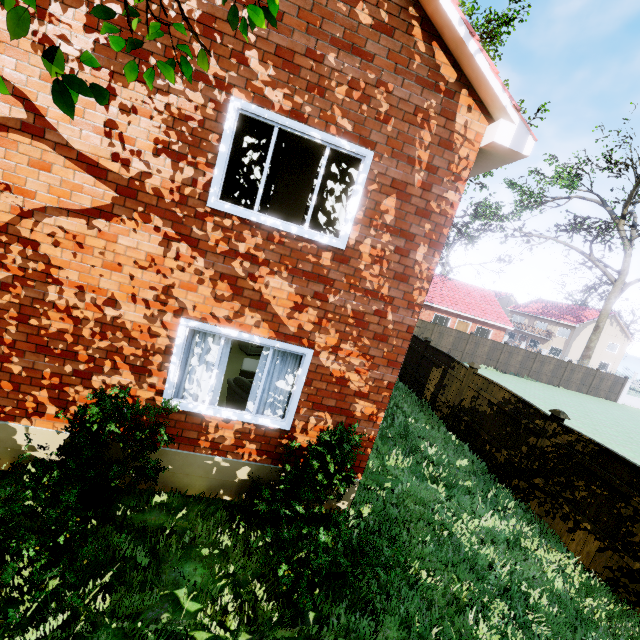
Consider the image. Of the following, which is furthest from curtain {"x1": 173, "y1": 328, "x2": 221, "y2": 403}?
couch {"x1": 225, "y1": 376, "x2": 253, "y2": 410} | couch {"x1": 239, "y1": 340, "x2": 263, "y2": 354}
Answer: couch {"x1": 239, "y1": 340, "x2": 263, "y2": 354}

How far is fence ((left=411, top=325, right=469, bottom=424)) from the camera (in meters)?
11.14

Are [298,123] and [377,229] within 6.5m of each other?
yes

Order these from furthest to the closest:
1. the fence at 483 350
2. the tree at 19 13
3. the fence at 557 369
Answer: the fence at 557 369 → the fence at 483 350 → the tree at 19 13

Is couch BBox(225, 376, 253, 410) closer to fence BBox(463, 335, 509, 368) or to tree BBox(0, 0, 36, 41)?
tree BBox(0, 0, 36, 41)

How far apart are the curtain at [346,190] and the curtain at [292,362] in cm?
176

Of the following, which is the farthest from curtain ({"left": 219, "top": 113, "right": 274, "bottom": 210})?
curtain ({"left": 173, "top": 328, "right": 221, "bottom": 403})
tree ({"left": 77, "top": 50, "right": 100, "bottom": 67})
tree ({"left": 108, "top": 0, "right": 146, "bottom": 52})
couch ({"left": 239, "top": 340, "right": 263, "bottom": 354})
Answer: couch ({"left": 239, "top": 340, "right": 263, "bottom": 354})

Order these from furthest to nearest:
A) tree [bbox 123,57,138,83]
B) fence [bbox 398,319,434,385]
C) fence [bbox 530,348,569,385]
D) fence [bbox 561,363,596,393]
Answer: fence [bbox 561,363,596,393]
fence [bbox 530,348,569,385]
fence [bbox 398,319,434,385]
tree [bbox 123,57,138,83]
